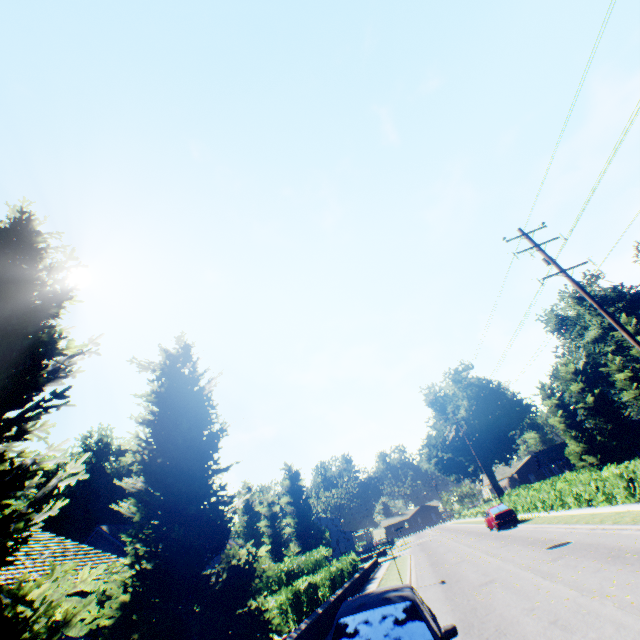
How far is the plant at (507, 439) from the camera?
52.31m

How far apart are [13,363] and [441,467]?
66.45m

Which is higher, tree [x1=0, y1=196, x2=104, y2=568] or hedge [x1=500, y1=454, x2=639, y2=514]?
tree [x1=0, y1=196, x2=104, y2=568]

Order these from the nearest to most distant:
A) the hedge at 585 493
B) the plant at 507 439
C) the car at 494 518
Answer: the hedge at 585 493
the car at 494 518
the plant at 507 439

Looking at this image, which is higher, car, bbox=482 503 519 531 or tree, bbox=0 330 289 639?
tree, bbox=0 330 289 639

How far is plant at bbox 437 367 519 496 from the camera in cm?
5231

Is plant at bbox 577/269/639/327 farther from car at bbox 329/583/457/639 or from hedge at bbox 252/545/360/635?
car at bbox 329/583/457/639

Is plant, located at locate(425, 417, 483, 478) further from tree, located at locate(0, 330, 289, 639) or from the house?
the house
